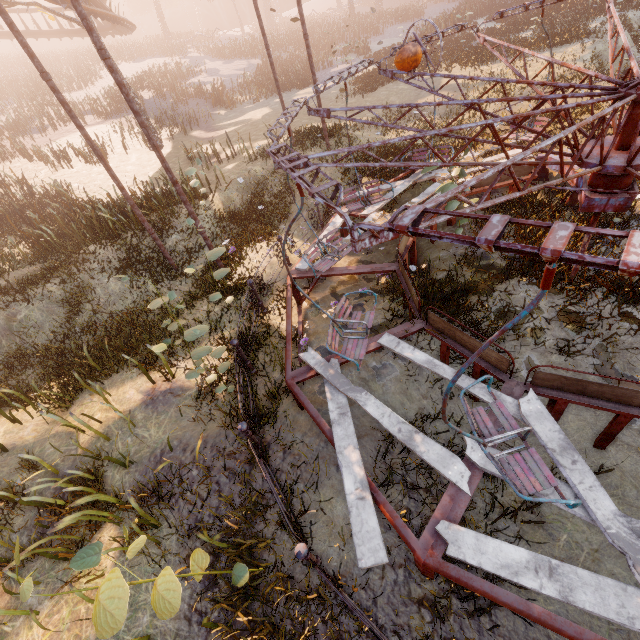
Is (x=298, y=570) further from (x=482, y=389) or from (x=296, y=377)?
(x=482, y=389)

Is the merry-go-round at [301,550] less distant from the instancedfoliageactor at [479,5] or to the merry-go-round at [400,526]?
the merry-go-round at [400,526]

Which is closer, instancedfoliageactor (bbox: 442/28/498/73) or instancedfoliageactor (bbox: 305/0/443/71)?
instancedfoliageactor (bbox: 442/28/498/73)

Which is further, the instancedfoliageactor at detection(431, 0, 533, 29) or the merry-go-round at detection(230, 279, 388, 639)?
the instancedfoliageactor at detection(431, 0, 533, 29)

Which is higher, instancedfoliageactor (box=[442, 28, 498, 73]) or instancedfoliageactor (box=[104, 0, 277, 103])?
instancedfoliageactor (box=[104, 0, 277, 103])

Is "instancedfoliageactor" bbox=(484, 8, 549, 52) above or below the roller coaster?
below

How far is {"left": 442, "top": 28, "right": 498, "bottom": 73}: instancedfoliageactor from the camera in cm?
1769

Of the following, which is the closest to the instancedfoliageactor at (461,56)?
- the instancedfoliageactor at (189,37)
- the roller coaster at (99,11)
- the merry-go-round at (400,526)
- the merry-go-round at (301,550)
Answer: the instancedfoliageactor at (189,37)
